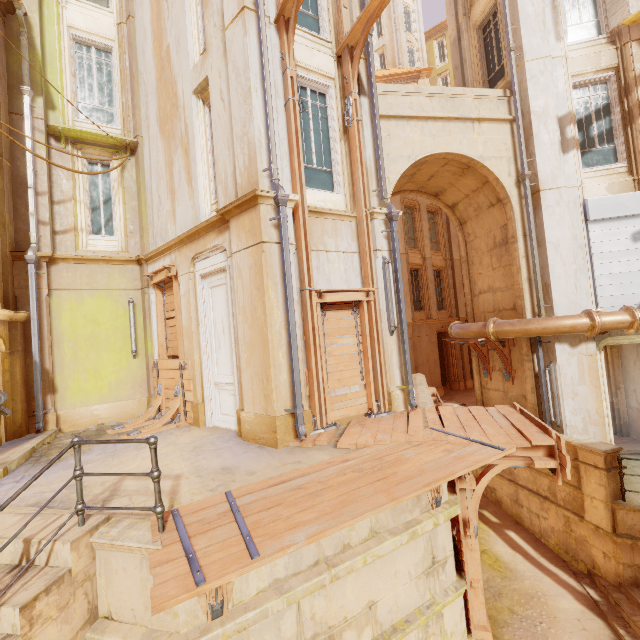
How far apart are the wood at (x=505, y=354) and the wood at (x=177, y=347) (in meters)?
8.54

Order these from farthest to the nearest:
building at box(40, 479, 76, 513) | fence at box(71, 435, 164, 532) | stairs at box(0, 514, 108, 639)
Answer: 1. building at box(40, 479, 76, 513)
2. fence at box(71, 435, 164, 532)
3. stairs at box(0, 514, 108, 639)

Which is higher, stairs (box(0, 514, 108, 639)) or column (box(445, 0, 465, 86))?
column (box(445, 0, 465, 86))

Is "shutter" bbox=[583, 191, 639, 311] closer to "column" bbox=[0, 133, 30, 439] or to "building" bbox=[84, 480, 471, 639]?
"building" bbox=[84, 480, 471, 639]

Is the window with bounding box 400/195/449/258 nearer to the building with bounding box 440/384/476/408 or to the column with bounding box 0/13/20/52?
the building with bounding box 440/384/476/408

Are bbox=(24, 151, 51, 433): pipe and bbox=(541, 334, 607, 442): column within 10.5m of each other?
no

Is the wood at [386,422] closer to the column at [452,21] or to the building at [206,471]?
the building at [206,471]

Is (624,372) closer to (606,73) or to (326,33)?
(606,73)
